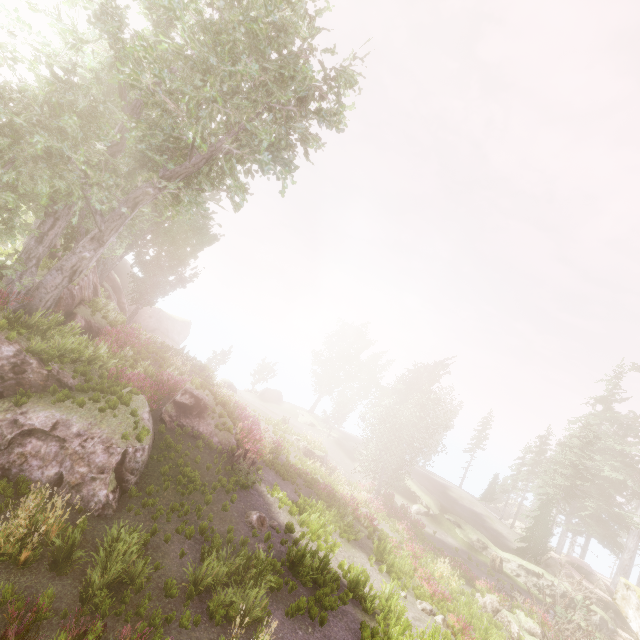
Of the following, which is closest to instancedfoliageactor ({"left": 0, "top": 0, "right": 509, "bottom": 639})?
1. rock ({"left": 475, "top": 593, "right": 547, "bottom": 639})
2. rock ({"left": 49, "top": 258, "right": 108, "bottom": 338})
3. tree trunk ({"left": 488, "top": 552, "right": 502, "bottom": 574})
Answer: rock ({"left": 49, "top": 258, "right": 108, "bottom": 338})

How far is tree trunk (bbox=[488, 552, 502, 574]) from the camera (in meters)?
26.72

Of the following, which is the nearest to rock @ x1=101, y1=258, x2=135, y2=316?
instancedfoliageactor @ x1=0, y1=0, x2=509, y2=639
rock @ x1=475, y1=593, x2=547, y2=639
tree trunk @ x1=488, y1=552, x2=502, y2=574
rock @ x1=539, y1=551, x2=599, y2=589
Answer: instancedfoliageactor @ x1=0, y1=0, x2=509, y2=639

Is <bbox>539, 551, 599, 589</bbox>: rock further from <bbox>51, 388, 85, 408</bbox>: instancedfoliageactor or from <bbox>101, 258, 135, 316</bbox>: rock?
<bbox>101, 258, 135, 316</bbox>: rock

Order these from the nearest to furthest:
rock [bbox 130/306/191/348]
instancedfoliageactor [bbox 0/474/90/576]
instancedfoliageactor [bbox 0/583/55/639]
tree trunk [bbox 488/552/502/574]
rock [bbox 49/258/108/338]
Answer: instancedfoliageactor [bbox 0/583/55/639]
instancedfoliageactor [bbox 0/474/90/576]
rock [bbox 49/258/108/338]
tree trunk [bbox 488/552/502/574]
rock [bbox 130/306/191/348]

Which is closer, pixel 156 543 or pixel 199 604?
pixel 199 604

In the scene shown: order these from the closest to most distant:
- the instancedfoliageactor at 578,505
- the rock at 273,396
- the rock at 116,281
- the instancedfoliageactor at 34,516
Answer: the instancedfoliageactor at 34,516
the instancedfoliageactor at 578,505
the rock at 116,281
the rock at 273,396

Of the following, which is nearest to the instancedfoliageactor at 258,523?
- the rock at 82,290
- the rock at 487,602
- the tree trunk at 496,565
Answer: the rock at 82,290
